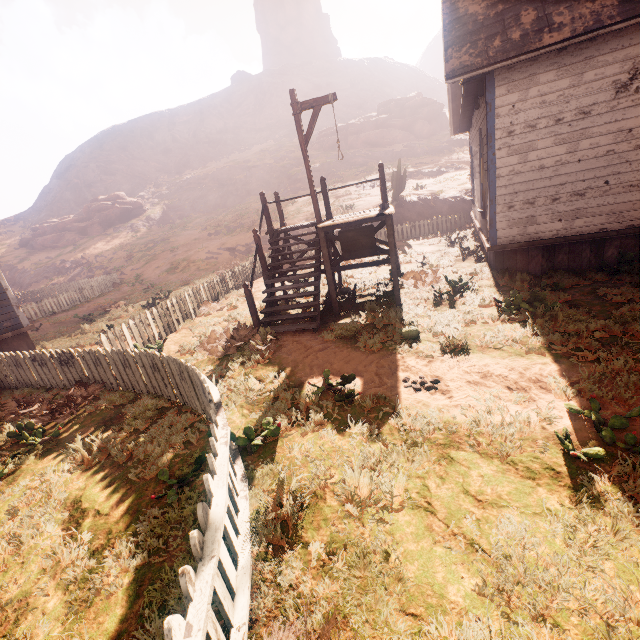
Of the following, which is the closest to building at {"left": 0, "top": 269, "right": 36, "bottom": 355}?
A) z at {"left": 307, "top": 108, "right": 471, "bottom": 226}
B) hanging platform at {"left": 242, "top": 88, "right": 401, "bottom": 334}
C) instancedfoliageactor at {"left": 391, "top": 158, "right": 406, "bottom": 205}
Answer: hanging platform at {"left": 242, "top": 88, "right": 401, "bottom": 334}

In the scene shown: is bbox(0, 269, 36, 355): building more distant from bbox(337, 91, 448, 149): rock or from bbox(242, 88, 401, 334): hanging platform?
bbox(337, 91, 448, 149): rock

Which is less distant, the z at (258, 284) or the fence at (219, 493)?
the fence at (219, 493)

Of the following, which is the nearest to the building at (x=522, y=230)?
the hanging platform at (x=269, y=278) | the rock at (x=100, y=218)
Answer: the hanging platform at (x=269, y=278)

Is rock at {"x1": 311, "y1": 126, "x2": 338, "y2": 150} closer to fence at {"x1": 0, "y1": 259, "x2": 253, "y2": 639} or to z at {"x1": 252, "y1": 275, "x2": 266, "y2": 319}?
z at {"x1": 252, "y1": 275, "x2": 266, "y2": 319}

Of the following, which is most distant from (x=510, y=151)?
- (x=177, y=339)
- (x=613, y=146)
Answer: (x=177, y=339)

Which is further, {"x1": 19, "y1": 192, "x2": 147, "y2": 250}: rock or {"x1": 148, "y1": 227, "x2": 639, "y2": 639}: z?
{"x1": 19, "y1": 192, "x2": 147, "y2": 250}: rock

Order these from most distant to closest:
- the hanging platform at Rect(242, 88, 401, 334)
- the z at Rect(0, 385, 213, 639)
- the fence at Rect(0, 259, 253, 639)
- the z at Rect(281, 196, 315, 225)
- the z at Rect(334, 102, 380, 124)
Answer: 1. the z at Rect(334, 102, 380, 124)
2. the z at Rect(281, 196, 315, 225)
3. the hanging platform at Rect(242, 88, 401, 334)
4. the z at Rect(0, 385, 213, 639)
5. the fence at Rect(0, 259, 253, 639)
